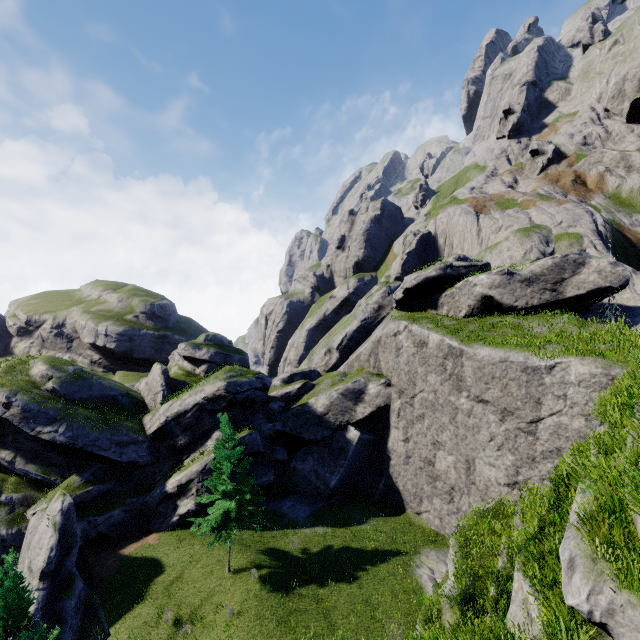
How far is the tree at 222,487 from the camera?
20.7 meters

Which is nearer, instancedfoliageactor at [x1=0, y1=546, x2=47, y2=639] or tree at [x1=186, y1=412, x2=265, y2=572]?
instancedfoliageactor at [x1=0, y1=546, x2=47, y2=639]

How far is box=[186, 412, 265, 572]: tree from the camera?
20.7m

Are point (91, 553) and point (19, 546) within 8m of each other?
A: yes

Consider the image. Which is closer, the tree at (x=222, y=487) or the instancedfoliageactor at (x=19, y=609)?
the instancedfoliageactor at (x=19, y=609)
